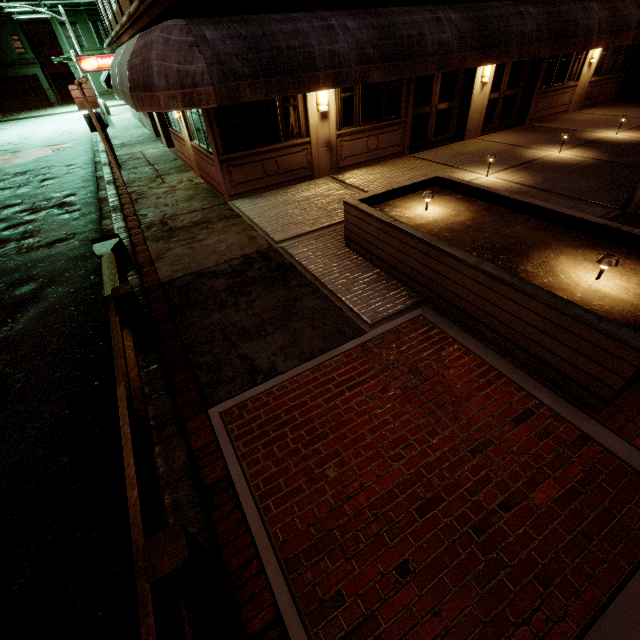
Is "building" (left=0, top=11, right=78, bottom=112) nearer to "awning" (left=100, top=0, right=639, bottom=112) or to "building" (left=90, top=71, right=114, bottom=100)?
"building" (left=90, top=71, right=114, bottom=100)

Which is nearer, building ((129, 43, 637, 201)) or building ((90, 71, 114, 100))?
building ((129, 43, 637, 201))

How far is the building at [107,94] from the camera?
43.44m

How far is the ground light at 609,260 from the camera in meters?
3.8

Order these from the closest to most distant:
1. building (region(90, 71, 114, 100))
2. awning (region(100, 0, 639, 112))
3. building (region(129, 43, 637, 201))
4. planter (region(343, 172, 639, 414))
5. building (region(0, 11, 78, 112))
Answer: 1. planter (region(343, 172, 639, 414))
2. awning (region(100, 0, 639, 112))
3. building (region(129, 43, 637, 201))
4. building (region(0, 11, 78, 112))
5. building (region(90, 71, 114, 100))

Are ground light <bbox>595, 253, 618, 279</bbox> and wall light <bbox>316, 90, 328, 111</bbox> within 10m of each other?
yes

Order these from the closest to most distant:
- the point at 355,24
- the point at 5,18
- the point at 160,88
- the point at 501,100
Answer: the point at 160,88 → the point at 355,24 → the point at 501,100 → the point at 5,18

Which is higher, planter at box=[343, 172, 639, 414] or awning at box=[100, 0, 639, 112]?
awning at box=[100, 0, 639, 112]
